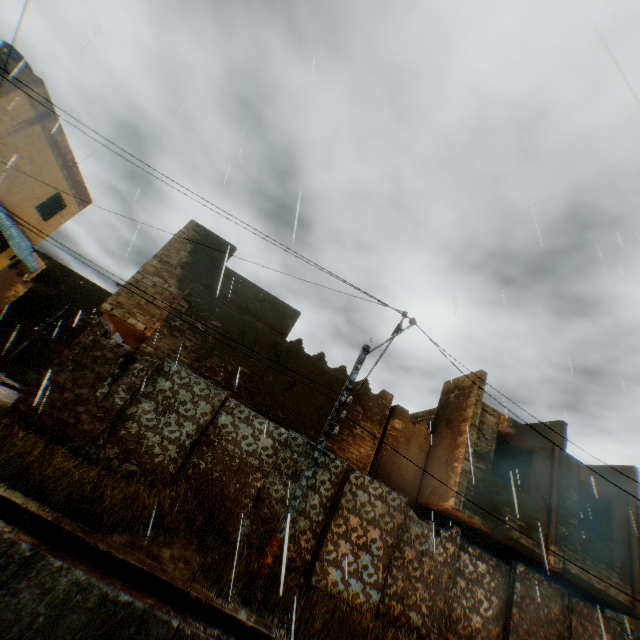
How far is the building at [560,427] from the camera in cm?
1206

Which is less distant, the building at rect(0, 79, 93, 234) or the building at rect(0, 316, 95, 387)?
the building at rect(0, 79, 93, 234)

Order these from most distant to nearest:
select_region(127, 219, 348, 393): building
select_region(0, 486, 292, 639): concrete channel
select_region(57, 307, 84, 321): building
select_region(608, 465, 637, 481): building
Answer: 1. select_region(57, 307, 84, 321): building
2. select_region(608, 465, 637, 481): building
3. select_region(127, 219, 348, 393): building
4. select_region(0, 486, 292, 639): concrete channel

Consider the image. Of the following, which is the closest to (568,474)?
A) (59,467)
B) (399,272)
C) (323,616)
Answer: (399,272)

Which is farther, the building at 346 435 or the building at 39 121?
the building at 39 121

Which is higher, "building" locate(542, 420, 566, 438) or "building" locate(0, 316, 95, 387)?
"building" locate(542, 420, 566, 438)
